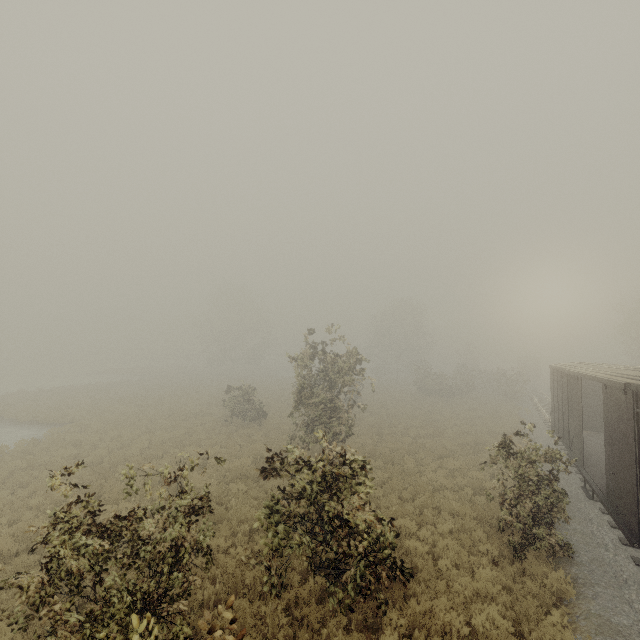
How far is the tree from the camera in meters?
6.9 m

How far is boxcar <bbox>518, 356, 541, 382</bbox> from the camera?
57.8m

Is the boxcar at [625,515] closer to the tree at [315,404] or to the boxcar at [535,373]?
the tree at [315,404]

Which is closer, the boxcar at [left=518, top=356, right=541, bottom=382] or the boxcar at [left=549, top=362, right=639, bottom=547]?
the boxcar at [left=549, top=362, right=639, bottom=547]

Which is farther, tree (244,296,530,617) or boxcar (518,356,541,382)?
boxcar (518,356,541,382)

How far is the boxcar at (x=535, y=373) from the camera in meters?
57.8

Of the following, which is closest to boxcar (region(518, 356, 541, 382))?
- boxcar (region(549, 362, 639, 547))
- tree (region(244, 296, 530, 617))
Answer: tree (region(244, 296, 530, 617))

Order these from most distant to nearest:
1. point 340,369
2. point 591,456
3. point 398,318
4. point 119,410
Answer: point 398,318
point 119,410
point 340,369
point 591,456
